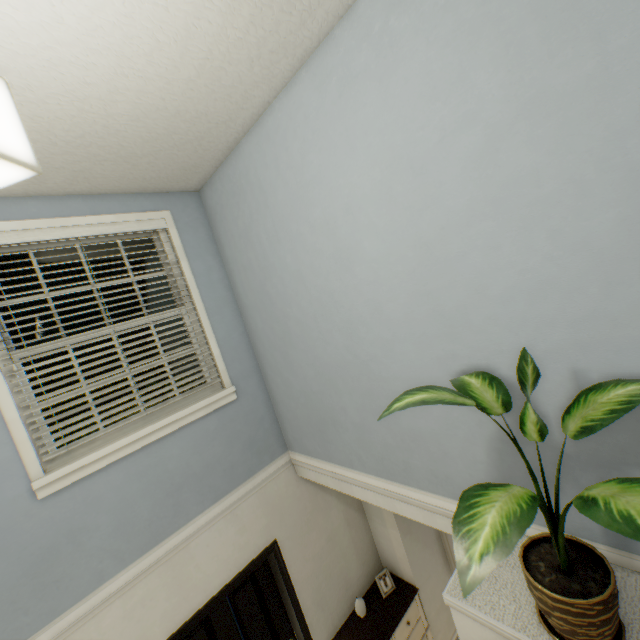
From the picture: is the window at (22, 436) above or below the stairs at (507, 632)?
above

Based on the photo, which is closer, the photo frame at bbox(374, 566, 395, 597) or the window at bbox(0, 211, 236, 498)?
the window at bbox(0, 211, 236, 498)

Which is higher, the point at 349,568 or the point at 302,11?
the point at 302,11

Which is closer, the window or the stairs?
the stairs

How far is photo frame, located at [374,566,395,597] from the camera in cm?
319

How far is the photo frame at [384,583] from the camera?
3.19m

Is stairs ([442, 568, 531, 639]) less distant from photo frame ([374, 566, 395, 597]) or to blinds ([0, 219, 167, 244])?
blinds ([0, 219, 167, 244])

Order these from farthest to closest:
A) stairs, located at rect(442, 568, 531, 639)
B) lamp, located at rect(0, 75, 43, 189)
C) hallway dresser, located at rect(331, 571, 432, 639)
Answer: hallway dresser, located at rect(331, 571, 432, 639), stairs, located at rect(442, 568, 531, 639), lamp, located at rect(0, 75, 43, 189)
